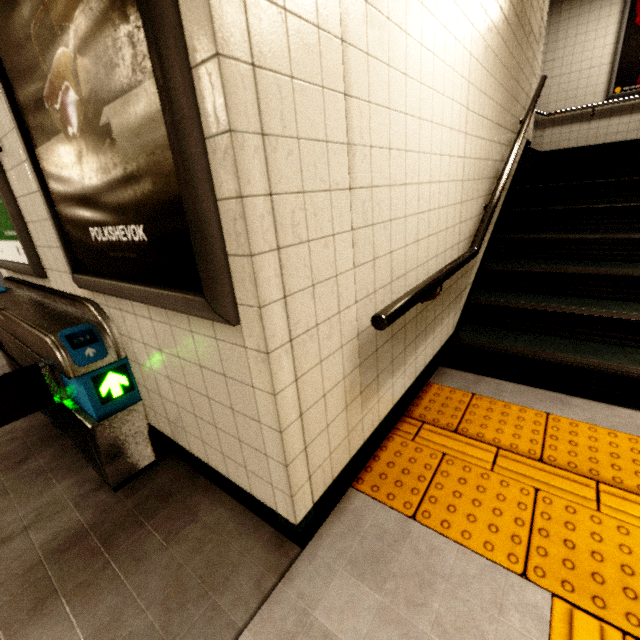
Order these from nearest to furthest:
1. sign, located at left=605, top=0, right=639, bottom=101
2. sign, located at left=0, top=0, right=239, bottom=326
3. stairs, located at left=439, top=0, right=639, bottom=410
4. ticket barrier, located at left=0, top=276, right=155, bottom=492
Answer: sign, located at left=0, top=0, right=239, bottom=326 → ticket barrier, located at left=0, top=276, right=155, bottom=492 → stairs, located at left=439, top=0, right=639, bottom=410 → sign, located at left=605, top=0, right=639, bottom=101

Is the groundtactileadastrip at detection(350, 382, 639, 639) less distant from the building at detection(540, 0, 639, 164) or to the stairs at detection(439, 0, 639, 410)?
the stairs at detection(439, 0, 639, 410)

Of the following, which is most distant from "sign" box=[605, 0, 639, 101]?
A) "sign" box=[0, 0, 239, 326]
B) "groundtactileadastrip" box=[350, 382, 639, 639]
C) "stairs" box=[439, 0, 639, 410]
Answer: "sign" box=[0, 0, 239, 326]

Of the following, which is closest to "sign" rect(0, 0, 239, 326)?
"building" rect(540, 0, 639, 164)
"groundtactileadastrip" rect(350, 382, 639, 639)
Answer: "groundtactileadastrip" rect(350, 382, 639, 639)

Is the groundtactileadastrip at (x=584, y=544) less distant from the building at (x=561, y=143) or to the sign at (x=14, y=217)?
the sign at (x=14, y=217)

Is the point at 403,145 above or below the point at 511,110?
below

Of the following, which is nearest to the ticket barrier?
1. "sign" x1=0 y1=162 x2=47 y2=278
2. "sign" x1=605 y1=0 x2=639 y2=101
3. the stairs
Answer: "sign" x1=0 y1=162 x2=47 y2=278

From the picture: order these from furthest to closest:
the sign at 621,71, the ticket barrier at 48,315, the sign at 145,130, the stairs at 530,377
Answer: the sign at 621,71 < the stairs at 530,377 < the ticket barrier at 48,315 < the sign at 145,130
